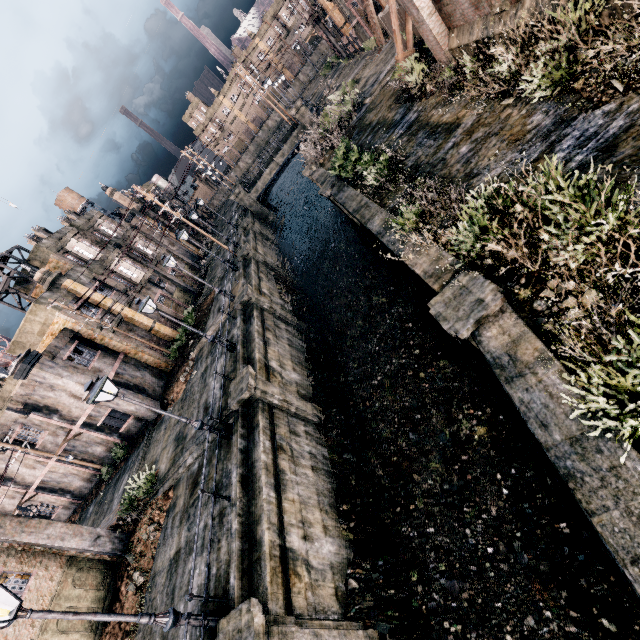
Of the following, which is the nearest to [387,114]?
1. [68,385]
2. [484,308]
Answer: [484,308]

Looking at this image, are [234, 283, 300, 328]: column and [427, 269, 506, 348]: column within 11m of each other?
no

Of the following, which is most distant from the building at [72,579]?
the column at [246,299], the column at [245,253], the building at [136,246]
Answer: the building at [136,246]

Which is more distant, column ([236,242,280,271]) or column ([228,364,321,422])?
column ([236,242,280,271])

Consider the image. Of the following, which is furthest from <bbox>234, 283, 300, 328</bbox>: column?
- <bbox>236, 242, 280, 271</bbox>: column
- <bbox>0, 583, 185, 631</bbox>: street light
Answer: <bbox>0, 583, 185, 631</bbox>: street light

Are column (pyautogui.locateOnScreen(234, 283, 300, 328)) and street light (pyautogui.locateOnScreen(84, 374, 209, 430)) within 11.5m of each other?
yes

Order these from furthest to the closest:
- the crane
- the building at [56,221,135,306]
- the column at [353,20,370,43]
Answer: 1. the column at [353,20,370,43]
2. the building at [56,221,135,306]
3. the crane

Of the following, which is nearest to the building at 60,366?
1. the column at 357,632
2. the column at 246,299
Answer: the column at 246,299
